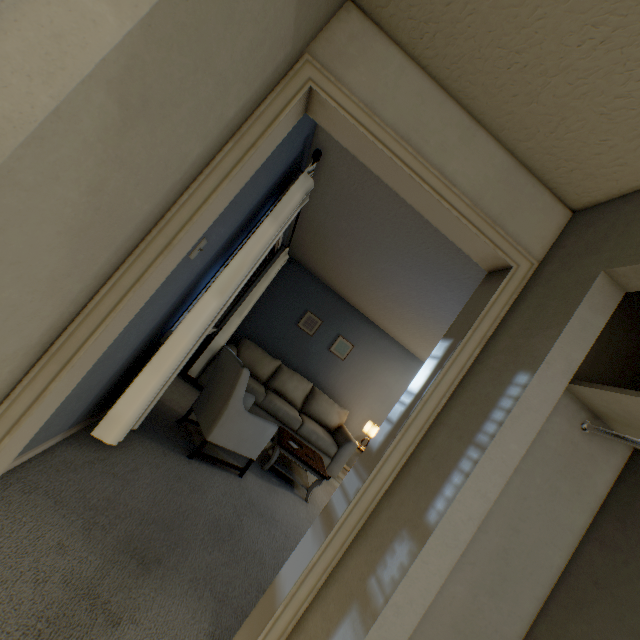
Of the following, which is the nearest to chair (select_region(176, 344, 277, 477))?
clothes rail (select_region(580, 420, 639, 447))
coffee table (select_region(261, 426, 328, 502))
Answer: coffee table (select_region(261, 426, 328, 502))

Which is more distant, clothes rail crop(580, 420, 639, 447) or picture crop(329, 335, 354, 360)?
picture crop(329, 335, 354, 360)

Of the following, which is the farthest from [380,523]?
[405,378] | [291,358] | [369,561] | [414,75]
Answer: [405,378]

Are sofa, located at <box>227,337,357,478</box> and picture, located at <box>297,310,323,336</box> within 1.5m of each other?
yes

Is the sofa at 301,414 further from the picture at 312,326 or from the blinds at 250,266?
the picture at 312,326

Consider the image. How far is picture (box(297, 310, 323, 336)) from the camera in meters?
5.7

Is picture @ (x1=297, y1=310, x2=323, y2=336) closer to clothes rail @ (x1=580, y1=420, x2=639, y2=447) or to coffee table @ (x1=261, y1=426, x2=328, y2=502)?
coffee table @ (x1=261, y1=426, x2=328, y2=502)

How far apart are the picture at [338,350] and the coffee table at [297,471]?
1.9m
